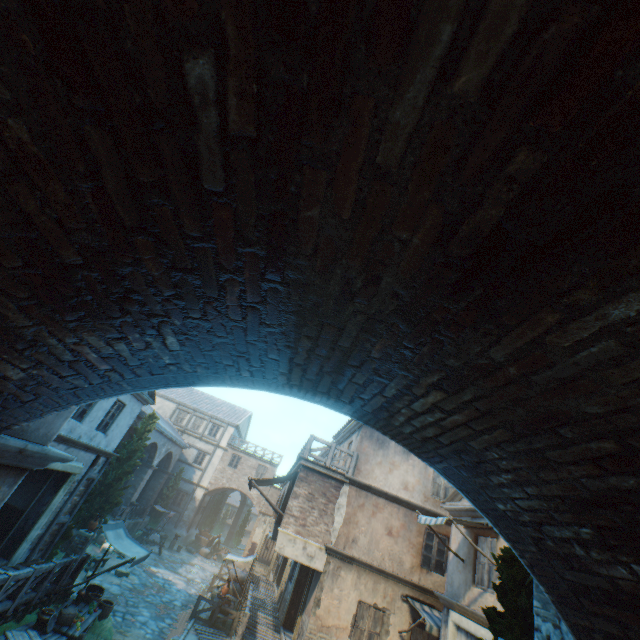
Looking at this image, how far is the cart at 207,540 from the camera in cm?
3052

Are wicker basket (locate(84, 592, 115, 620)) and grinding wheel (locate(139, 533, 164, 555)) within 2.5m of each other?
no

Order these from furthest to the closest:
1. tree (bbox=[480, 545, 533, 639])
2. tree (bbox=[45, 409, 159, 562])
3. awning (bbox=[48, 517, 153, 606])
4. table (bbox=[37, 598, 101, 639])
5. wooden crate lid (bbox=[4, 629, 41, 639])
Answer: tree (bbox=[45, 409, 159, 562]) → awning (bbox=[48, 517, 153, 606]) → table (bbox=[37, 598, 101, 639]) → wooden crate lid (bbox=[4, 629, 41, 639]) → tree (bbox=[480, 545, 533, 639])

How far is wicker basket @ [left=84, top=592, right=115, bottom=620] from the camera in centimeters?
1093cm

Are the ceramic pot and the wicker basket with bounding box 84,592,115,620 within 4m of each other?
yes

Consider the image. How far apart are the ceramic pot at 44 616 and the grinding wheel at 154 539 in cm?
1715

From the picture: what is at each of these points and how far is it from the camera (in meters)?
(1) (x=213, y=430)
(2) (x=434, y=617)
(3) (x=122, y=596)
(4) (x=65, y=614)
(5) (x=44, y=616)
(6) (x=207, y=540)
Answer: (1) building, 35.44
(2) awning, 10.79
(3) ground stones, 14.42
(4) wicker basket, 9.16
(5) ceramic pot, 8.55
(6) cart, 30.73

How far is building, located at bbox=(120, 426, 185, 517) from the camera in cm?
2472
